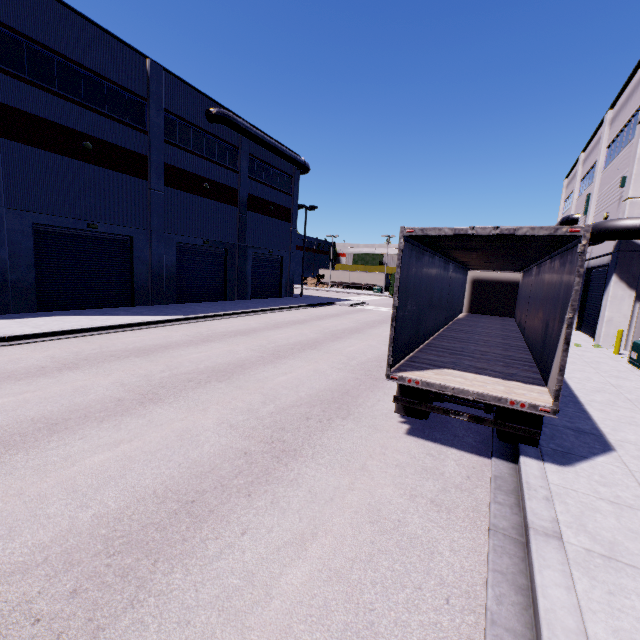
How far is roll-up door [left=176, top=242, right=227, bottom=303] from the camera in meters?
23.6 m

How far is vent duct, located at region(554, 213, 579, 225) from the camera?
26.8m

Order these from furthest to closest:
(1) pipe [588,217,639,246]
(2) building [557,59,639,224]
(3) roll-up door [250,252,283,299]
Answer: (3) roll-up door [250,252,283,299] < (2) building [557,59,639,224] < (1) pipe [588,217,639,246]

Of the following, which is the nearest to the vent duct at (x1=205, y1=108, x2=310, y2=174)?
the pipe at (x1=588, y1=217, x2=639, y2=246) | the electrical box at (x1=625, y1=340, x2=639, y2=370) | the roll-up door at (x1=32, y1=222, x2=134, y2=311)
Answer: the roll-up door at (x1=32, y1=222, x2=134, y2=311)

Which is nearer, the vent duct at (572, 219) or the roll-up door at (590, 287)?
the roll-up door at (590, 287)

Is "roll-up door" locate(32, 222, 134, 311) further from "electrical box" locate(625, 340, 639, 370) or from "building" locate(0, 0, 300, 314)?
"electrical box" locate(625, 340, 639, 370)

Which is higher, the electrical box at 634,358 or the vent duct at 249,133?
the vent duct at 249,133

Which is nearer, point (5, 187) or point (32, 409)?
point (32, 409)
